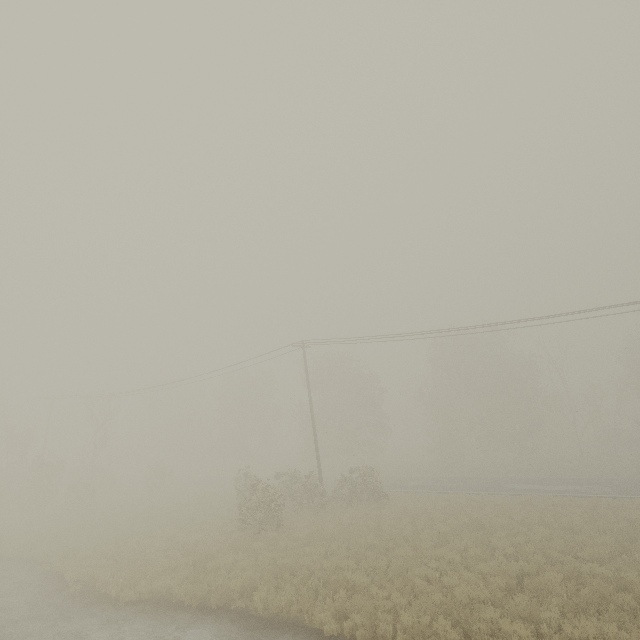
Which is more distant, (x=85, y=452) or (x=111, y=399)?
(x=111, y=399)

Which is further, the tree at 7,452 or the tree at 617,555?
the tree at 7,452

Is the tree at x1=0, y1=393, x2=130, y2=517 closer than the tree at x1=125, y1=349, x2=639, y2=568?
No
